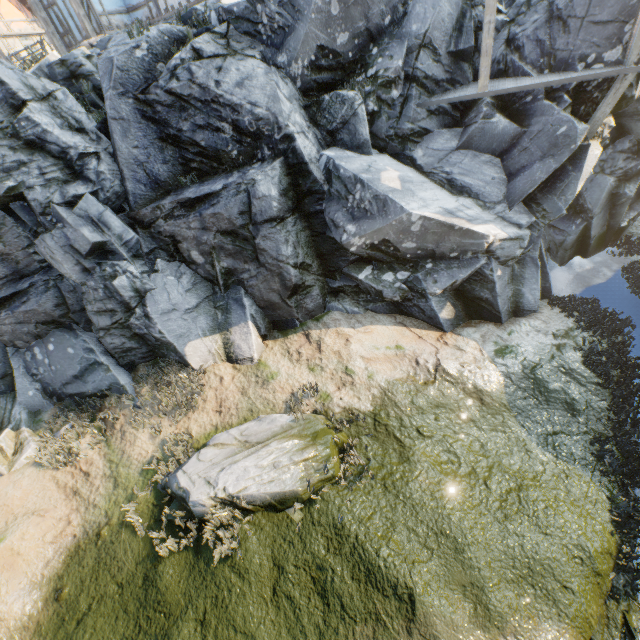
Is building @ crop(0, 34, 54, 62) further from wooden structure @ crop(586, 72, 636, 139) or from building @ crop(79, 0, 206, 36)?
wooden structure @ crop(586, 72, 636, 139)

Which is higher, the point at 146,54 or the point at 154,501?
the point at 146,54

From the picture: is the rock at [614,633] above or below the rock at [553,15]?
below

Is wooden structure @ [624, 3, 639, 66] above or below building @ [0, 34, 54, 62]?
below

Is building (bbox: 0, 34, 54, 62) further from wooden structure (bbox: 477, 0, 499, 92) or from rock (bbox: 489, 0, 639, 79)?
wooden structure (bbox: 477, 0, 499, 92)

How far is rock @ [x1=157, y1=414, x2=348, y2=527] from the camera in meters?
6.8 m

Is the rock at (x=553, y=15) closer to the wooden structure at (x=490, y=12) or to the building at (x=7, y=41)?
the wooden structure at (x=490, y=12)

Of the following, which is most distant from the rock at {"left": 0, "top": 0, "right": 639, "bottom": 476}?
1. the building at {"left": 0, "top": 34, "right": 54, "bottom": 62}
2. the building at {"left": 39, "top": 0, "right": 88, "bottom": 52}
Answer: the building at {"left": 39, "top": 0, "right": 88, "bottom": 52}
